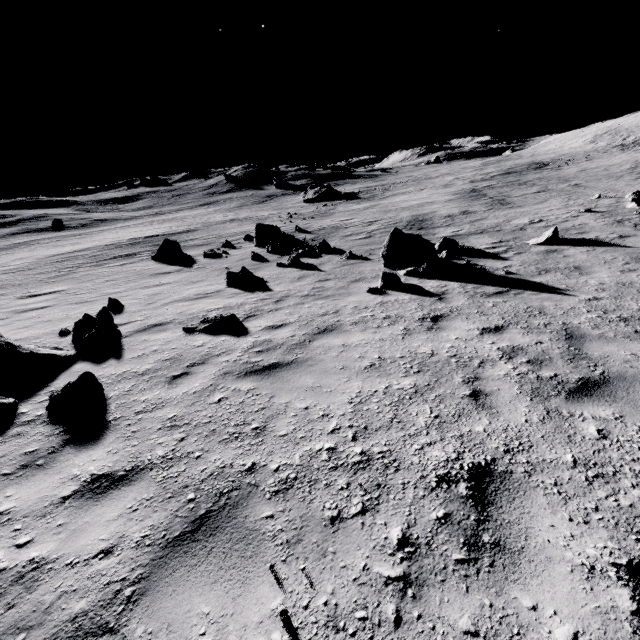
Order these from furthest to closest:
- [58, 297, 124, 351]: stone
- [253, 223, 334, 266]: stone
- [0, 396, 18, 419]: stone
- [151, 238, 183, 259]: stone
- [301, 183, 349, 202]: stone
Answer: [301, 183, 349, 202]: stone
[151, 238, 183, 259]: stone
[253, 223, 334, 266]: stone
[58, 297, 124, 351]: stone
[0, 396, 18, 419]: stone

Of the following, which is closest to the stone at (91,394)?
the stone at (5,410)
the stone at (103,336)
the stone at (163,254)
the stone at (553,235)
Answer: the stone at (5,410)

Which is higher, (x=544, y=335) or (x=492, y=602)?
(x=492, y=602)

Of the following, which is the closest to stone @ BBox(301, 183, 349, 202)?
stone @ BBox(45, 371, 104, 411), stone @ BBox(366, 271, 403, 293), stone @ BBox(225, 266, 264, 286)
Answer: stone @ BBox(225, 266, 264, 286)

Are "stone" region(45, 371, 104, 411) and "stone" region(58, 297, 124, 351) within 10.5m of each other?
yes

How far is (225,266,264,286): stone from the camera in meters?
10.7 m

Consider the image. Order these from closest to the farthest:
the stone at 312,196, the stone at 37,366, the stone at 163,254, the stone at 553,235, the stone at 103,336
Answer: the stone at 37,366 < the stone at 103,336 < the stone at 553,235 < the stone at 163,254 < the stone at 312,196

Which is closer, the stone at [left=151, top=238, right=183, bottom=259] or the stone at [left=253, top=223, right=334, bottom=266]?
the stone at [left=253, top=223, right=334, bottom=266]
